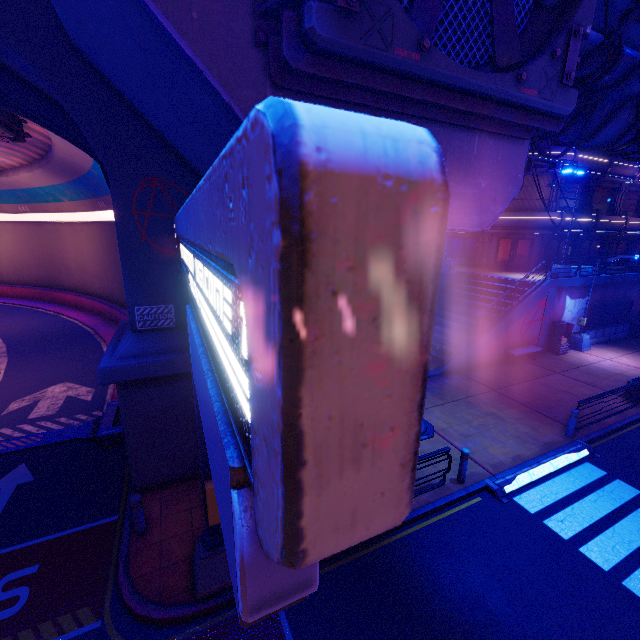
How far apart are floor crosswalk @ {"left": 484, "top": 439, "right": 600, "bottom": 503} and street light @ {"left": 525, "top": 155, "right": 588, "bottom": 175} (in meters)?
8.26

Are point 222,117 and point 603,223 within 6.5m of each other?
no

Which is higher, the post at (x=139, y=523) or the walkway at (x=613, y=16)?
the walkway at (x=613, y=16)

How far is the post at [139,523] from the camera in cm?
740

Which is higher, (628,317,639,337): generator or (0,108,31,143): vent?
(0,108,31,143): vent

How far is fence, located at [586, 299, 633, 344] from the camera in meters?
21.6

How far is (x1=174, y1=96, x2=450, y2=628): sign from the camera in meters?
0.4

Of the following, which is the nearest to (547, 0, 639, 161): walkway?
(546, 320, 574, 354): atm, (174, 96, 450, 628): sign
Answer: (174, 96, 450, 628): sign
